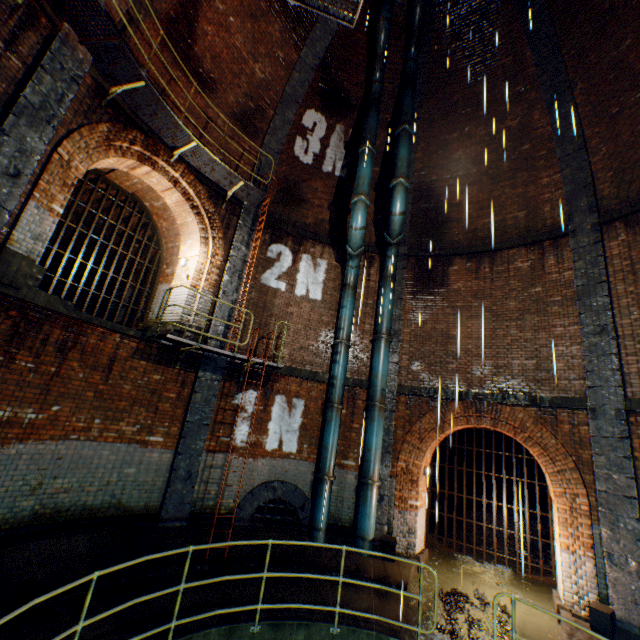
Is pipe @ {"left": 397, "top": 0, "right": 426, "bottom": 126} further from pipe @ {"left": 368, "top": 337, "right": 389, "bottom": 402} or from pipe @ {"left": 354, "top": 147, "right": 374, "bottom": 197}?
pipe @ {"left": 368, "top": 337, "right": 389, "bottom": 402}

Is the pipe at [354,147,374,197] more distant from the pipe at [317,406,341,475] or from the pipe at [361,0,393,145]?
the pipe at [317,406,341,475]

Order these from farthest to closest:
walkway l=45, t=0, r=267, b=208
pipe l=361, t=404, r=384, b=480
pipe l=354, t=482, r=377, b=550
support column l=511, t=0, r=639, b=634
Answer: pipe l=361, t=404, r=384, b=480 → pipe l=354, t=482, r=377, b=550 → support column l=511, t=0, r=639, b=634 → walkway l=45, t=0, r=267, b=208

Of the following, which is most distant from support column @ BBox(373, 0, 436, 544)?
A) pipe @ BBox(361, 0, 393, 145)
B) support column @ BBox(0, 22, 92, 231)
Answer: support column @ BBox(0, 22, 92, 231)

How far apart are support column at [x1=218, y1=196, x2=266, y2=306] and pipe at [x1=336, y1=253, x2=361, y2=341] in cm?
299

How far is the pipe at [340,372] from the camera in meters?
9.8 m

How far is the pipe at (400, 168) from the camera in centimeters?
985cm

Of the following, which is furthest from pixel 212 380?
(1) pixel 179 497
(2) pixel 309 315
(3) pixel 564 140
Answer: (3) pixel 564 140
